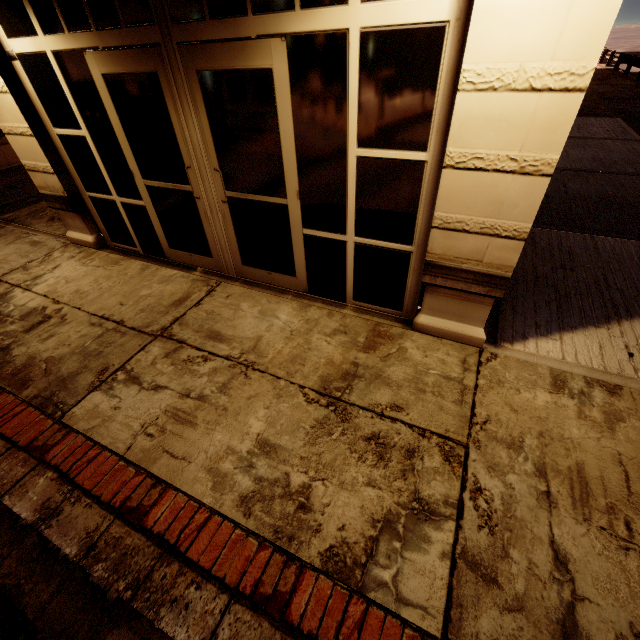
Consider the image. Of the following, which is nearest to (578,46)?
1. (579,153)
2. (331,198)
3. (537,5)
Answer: (537,5)
